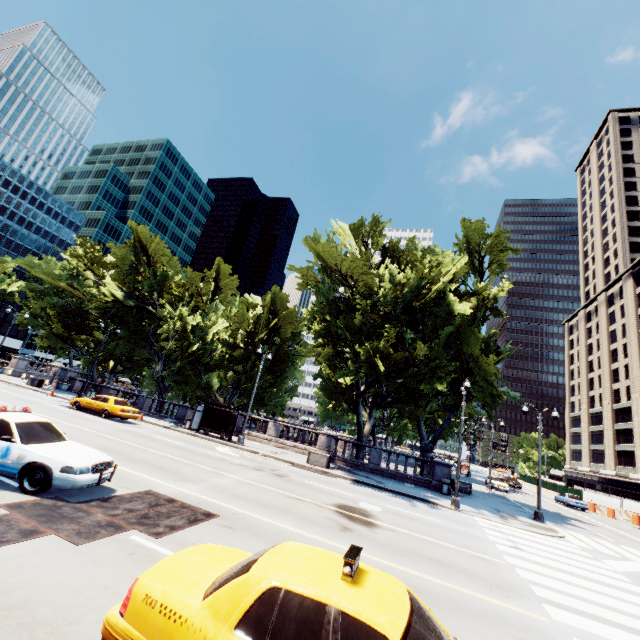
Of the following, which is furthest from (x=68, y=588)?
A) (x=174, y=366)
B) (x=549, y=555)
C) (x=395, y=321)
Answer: (x=174, y=366)

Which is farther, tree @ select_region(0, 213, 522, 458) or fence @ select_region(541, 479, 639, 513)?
fence @ select_region(541, 479, 639, 513)

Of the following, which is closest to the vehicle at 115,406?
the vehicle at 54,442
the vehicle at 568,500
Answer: the vehicle at 54,442

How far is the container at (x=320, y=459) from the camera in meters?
21.9

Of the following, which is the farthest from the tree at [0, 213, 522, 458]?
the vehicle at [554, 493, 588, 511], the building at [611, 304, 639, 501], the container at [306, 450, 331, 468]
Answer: the vehicle at [554, 493, 588, 511]

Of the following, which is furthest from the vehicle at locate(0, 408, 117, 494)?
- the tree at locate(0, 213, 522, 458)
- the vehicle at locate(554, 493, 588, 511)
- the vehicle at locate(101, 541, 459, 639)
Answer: the vehicle at locate(554, 493, 588, 511)

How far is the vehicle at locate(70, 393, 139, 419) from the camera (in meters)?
22.52

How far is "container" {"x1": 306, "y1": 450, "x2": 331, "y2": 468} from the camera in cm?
2191
